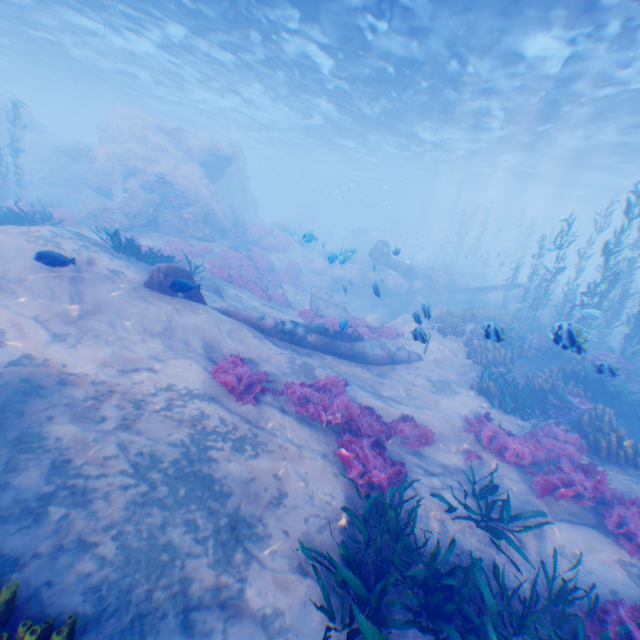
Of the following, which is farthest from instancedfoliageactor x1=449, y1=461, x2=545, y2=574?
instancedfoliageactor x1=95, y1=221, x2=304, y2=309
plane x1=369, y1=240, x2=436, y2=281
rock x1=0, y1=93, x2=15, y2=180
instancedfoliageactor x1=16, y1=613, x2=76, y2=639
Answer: rock x1=0, y1=93, x2=15, y2=180

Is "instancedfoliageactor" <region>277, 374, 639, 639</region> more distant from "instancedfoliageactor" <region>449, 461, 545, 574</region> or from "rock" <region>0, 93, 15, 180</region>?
"rock" <region>0, 93, 15, 180</region>

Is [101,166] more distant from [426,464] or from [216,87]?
[426,464]

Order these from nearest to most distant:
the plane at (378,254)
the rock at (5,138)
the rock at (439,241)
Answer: the plane at (378,254) → the rock at (5,138) → the rock at (439,241)

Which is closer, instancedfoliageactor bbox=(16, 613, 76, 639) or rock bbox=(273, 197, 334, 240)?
instancedfoliageactor bbox=(16, 613, 76, 639)

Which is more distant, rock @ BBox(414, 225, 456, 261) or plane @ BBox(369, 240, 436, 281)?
rock @ BBox(414, 225, 456, 261)

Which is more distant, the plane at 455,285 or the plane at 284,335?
the plane at 455,285

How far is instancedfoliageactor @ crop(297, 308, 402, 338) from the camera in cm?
1383
